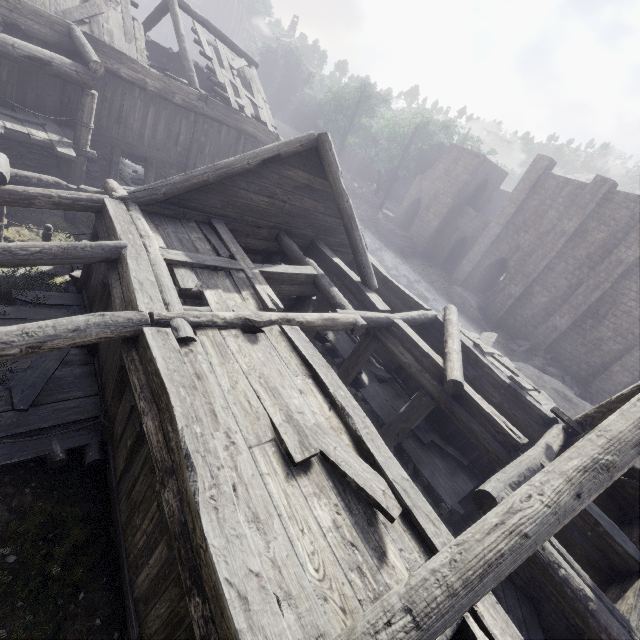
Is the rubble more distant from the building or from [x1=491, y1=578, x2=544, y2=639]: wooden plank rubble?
[x1=491, y1=578, x2=544, y2=639]: wooden plank rubble

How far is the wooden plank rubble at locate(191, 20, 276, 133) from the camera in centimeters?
1551cm

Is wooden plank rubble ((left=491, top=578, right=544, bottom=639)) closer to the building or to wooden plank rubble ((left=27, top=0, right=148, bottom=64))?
the building

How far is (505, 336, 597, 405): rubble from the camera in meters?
23.3 m

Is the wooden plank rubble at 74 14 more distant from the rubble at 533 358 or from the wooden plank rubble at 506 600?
the rubble at 533 358

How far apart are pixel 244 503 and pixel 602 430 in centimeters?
410cm

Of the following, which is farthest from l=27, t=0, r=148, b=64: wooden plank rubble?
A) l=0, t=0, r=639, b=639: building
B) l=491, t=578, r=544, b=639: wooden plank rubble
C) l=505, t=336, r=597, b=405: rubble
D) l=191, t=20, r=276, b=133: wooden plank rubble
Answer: l=505, t=336, r=597, b=405: rubble

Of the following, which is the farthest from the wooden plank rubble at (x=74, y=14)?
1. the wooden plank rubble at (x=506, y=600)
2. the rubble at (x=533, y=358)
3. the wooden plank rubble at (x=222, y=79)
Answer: the rubble at (x=533, y=358)
